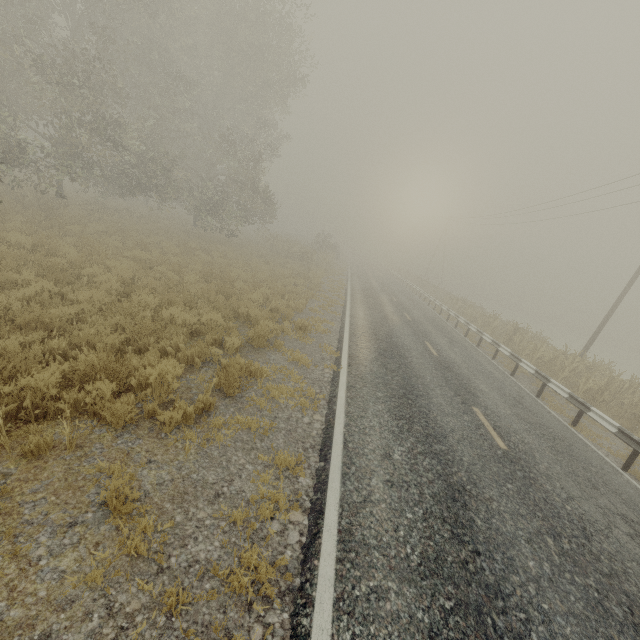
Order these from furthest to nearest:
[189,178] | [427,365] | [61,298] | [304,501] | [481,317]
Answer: [189,178], [481,317], [427,365], [61,298], [304,501]

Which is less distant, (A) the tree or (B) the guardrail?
(B) the guardrail

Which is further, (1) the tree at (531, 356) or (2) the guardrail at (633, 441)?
(1) the tree at (531, 356)
